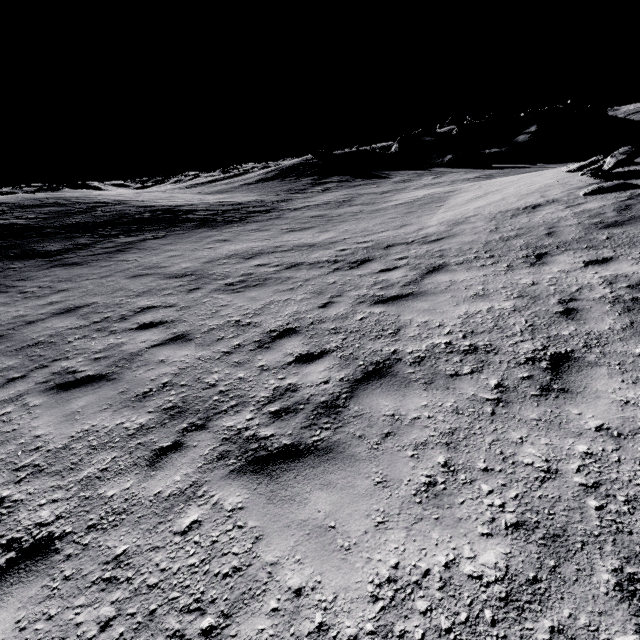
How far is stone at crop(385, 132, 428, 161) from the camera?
38.4m

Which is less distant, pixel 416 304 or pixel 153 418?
pixel 153 418

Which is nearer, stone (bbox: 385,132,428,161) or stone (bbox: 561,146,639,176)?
stone (bbox: 561,146,639,176)

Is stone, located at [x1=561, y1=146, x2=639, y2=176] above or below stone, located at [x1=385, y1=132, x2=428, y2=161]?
below

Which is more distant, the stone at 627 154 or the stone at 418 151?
the stone at 418 151

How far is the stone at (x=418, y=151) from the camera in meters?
38.4 m
